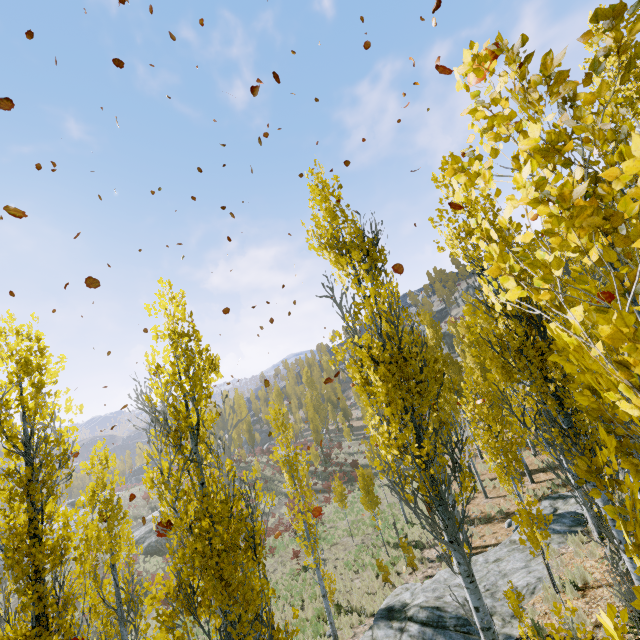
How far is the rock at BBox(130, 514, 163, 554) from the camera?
31.5 meters

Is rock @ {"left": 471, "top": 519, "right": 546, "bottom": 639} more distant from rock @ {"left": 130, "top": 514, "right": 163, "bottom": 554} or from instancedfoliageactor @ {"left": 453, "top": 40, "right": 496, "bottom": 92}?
rock @ {"left": 130, "top": 514, "right": 163, "bottom": 554}

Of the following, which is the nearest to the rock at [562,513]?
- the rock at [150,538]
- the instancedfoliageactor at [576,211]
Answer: the instancedfoliageactor at [576,211]

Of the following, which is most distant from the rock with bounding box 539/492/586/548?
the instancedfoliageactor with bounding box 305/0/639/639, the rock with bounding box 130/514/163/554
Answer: the rock with bounding box 130/514/163/554

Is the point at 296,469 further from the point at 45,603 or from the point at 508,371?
the point at 508,371
